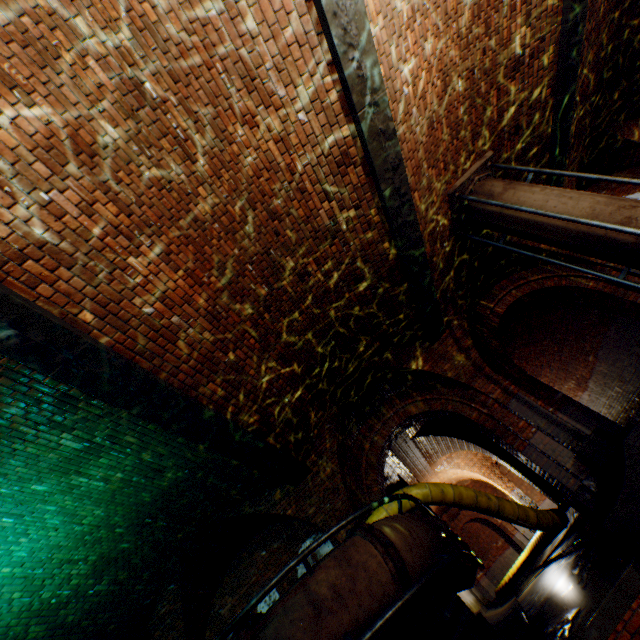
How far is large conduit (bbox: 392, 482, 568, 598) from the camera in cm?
647

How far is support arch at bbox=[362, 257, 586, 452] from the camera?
7.3m

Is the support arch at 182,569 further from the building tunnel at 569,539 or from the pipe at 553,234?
the pipe at 553,234

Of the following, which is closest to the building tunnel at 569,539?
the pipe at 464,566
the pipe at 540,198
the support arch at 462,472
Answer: the support arch at 462,472

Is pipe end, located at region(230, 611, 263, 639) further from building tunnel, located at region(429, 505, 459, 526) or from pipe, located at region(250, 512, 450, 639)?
building tunnel, located at region(429, 505, 459, 526)

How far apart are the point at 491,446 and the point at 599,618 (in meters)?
8.37

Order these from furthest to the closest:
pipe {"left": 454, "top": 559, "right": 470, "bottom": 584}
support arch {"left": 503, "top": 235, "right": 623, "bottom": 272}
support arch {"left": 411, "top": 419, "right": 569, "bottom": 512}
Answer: support arch {"left": 411, "top": 419, "right": 569, "bottom": 512}, support arch {"left": 503, "top": 235, "right": 623, "bottom": 272}, pipe {"left": 454, "top": 559, "right": 470, "bottom": 584}
